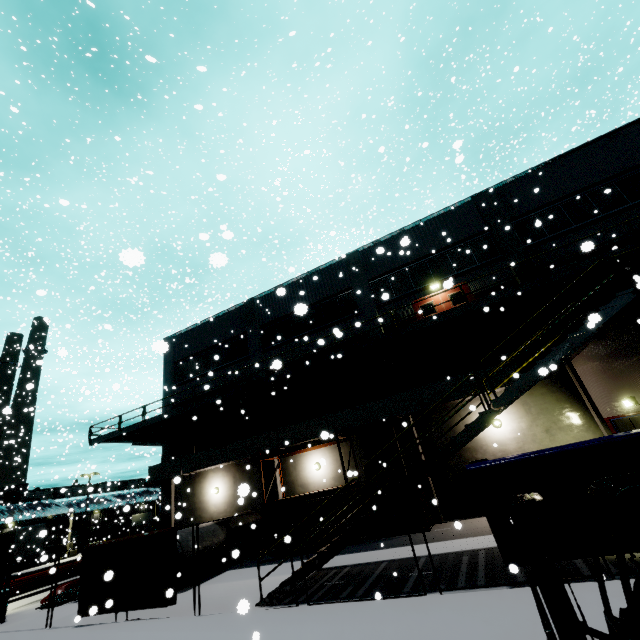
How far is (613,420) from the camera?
12.1m

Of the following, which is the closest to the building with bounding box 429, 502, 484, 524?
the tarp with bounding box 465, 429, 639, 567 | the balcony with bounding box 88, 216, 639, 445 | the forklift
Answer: the balcony with bounding box 88, 216, 639, 445

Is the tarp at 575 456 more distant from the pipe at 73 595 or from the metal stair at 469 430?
the pipe at 73 595

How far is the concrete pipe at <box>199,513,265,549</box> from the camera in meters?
13.8

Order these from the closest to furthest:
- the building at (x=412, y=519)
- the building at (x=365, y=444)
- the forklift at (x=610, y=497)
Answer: the forklift at (x=610, y=497)
the building at (x=412, y=519)
the building at (x=365, y=444)

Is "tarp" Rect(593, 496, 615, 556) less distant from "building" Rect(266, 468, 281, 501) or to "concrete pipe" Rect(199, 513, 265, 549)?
"building" Rect(266, 468, 281, 501)

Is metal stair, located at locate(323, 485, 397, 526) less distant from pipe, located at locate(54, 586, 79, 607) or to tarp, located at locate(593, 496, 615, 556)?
tarp, located at locate(593, 496, 615, 556)

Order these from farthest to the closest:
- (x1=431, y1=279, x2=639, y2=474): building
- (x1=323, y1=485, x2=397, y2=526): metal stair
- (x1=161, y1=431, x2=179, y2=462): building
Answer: (x1=161, y1=431, x2=179, y2=462): building
(x1=431, y1=279, x2=639, y2=474): building
(x1=323, y1=485, x2=397, y2=526): metal stair
